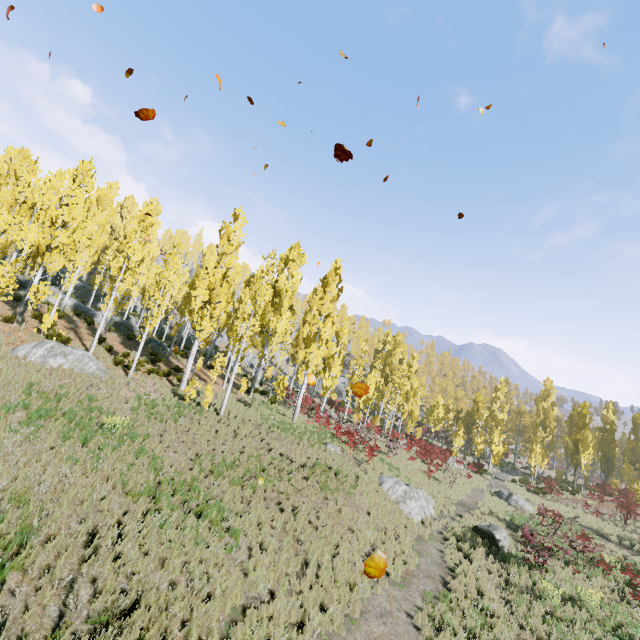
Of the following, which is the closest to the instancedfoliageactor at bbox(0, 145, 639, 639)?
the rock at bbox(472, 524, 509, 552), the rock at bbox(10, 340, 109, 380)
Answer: the rock at bbox(10, 340, 109, 380)

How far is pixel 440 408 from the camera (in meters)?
32.81

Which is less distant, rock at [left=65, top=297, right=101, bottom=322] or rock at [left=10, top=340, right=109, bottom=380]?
rock at [left=10, top=340, right=109, bottom=380]

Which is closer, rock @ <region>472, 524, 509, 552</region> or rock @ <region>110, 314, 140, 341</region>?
rock @ <region>472, 524, 509, 552</region>

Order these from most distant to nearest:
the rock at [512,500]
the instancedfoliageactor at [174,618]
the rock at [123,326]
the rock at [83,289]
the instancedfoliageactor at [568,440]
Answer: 1. the rock at [83,289]
2. the rock at [123,326]
3. the rock at [512,500]
4. the instancedfoliageactor at [568,440]
5. the instancedfoliageactor at [174,618]

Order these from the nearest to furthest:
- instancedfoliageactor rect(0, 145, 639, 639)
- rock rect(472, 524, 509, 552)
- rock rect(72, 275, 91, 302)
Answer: instancedfoliageactor rect(0, 145, 639, 639), rock rect(472, 524, 509, 552), rock rect(72, 275, 91, 302)

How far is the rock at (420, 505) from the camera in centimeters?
1677cm

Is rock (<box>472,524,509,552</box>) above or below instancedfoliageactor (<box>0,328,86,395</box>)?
below
